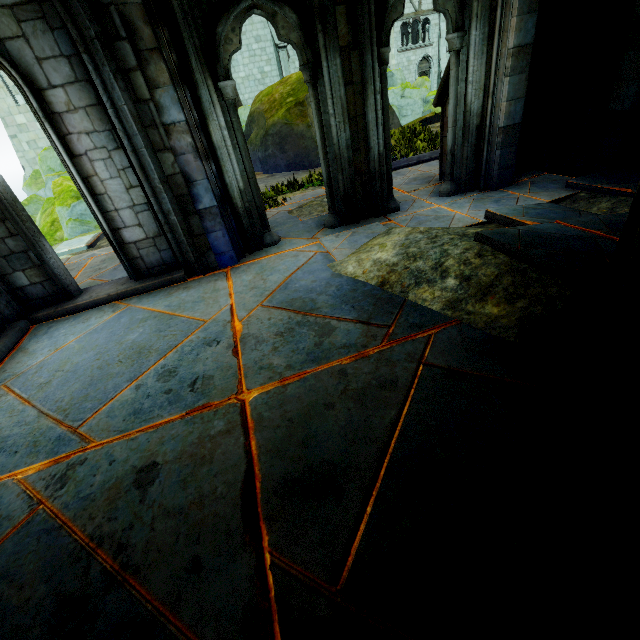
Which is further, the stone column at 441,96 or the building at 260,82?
the building at 260,82

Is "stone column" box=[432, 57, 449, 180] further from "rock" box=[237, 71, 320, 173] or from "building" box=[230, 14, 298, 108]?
"rock" box=[237, 71, 320, 173]

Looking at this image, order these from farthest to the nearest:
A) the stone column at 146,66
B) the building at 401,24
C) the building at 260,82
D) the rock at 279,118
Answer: the building at 401,24
the building at 260,82
the rock at 279,118
the stone column at 146,66

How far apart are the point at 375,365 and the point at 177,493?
1.6 meters

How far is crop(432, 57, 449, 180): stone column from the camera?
5.5m

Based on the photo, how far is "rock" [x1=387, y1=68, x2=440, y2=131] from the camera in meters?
14.2

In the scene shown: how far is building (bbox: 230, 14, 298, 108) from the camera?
21.8 meters
